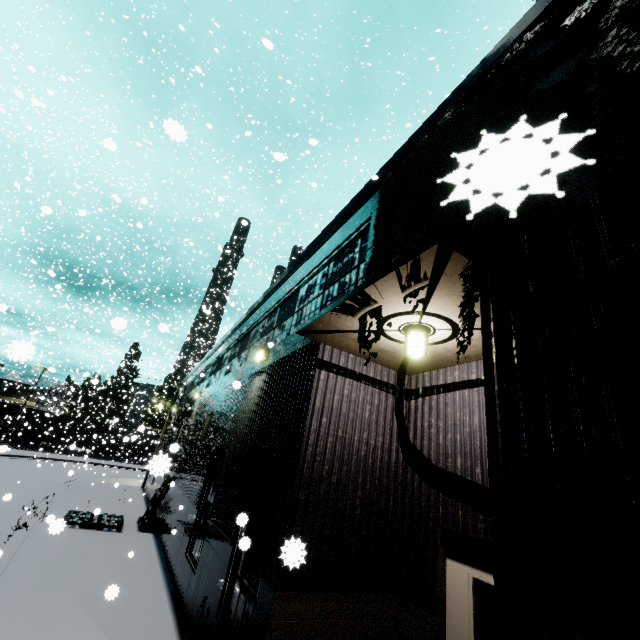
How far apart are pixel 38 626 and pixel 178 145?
40.3m

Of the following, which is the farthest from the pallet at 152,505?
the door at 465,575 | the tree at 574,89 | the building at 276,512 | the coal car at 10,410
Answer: the tree at 574,89

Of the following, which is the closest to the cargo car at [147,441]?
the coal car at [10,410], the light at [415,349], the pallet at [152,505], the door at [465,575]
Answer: the coal car at [10,410]

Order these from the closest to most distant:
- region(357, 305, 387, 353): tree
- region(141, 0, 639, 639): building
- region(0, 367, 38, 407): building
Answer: region(141, 0, 639, 639): building
region(357, 305, 387, 353): tree
region(0, 367, 38, 407): building

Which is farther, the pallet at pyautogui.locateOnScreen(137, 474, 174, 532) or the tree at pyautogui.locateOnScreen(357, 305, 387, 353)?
the pallet at pyautogui.locateOnScreen(137, 474, 174, 532)

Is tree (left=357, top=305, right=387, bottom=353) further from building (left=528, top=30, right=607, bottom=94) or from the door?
the door

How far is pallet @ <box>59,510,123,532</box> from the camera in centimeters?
1110cm

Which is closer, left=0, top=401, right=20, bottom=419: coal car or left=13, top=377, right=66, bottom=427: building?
left=0, top=401, right=20, bottom=419: coal car
